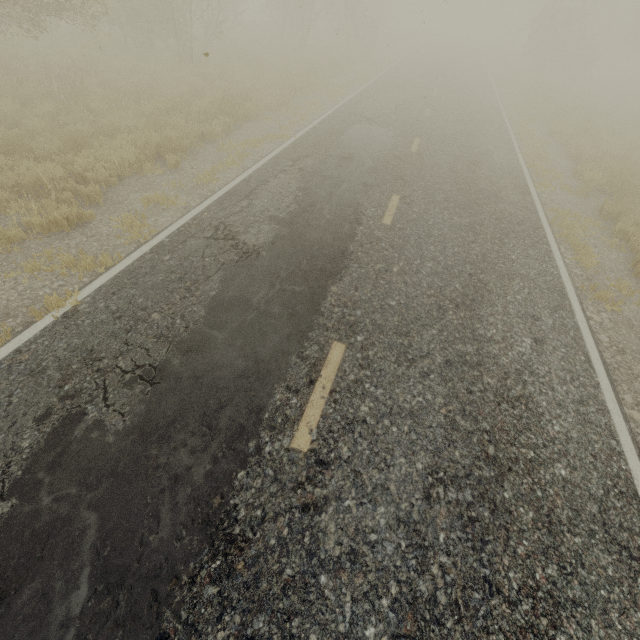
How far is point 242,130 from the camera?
10.5 meters
